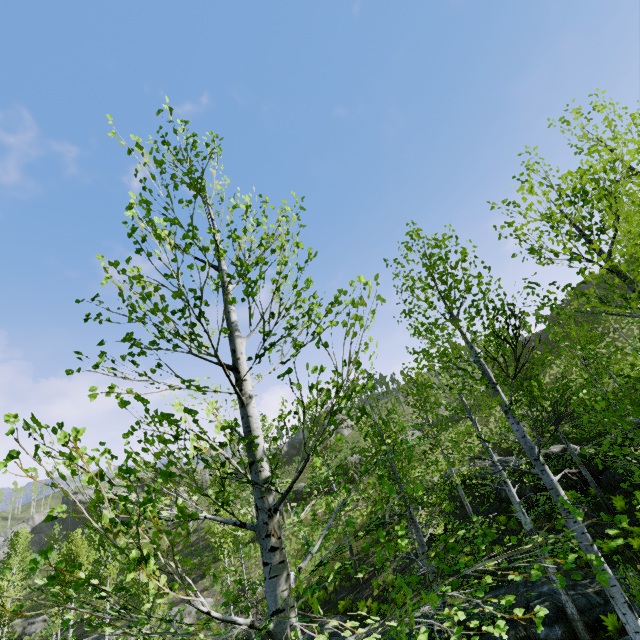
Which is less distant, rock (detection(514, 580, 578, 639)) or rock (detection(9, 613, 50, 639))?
rock (detection(514, 580, 578, 639))

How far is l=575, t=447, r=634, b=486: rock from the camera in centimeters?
1473cm

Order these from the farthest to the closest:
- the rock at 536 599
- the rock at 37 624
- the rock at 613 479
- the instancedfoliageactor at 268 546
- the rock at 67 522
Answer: the rock at 67 522
the rock at 37 624
the rock at 613 479
the rock at 536 599
the instancedfoliageactor at 268 546

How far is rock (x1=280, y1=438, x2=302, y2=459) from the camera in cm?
5400

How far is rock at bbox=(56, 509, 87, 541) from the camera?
53.9m

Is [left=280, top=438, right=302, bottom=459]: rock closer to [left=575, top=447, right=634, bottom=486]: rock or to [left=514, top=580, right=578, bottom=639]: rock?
[left=575, top=447, right=634, bottom=486]: rock

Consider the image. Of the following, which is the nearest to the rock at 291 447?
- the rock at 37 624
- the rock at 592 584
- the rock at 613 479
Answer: the rock at 613 479

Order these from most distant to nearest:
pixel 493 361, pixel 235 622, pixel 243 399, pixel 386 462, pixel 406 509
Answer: pixel 493 361, pixel 406 509, pixel 386 462, pixel 243 399, pixel 235 622
